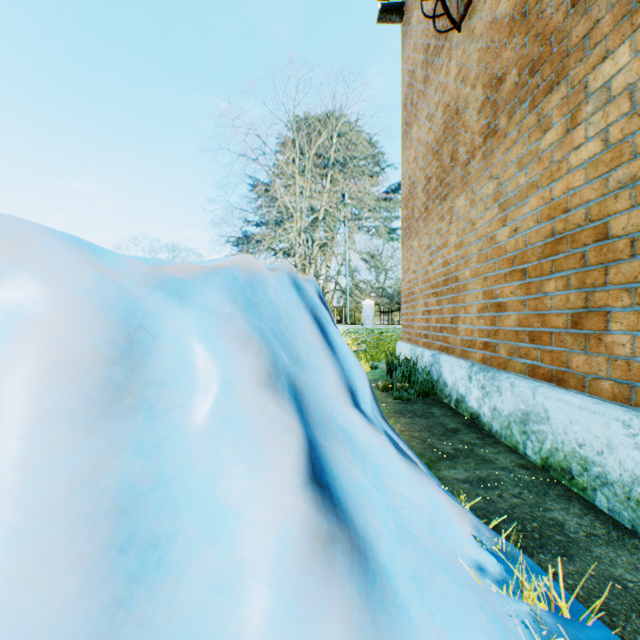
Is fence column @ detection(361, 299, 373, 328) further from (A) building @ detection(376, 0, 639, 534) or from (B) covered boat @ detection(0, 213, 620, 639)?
(B) covered boat @ detection(0, 213, 620, 639)

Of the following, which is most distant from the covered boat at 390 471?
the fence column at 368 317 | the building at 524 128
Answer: the fence column at 368 317

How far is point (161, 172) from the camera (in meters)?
59.59

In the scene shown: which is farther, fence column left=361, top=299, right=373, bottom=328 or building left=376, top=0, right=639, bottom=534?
fence column left=361, top=299, right=373, bottom=328

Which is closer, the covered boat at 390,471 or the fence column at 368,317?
the covered boat at 390,471

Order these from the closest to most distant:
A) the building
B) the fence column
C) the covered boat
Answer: the covered boat → the building → the fence column
